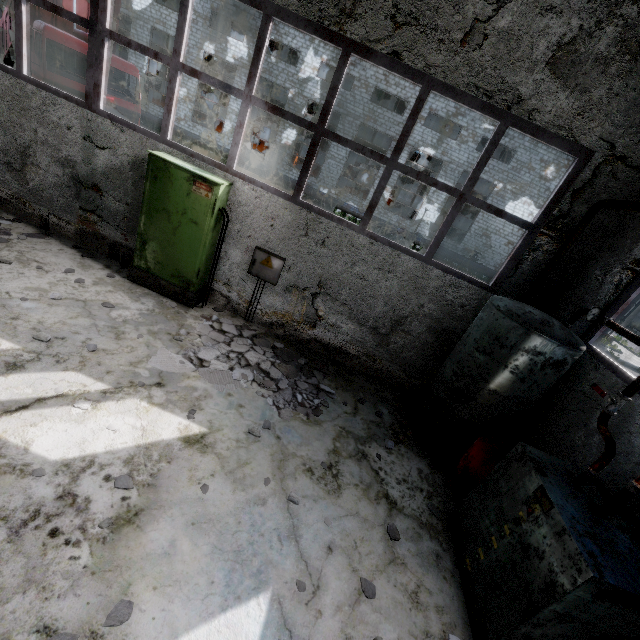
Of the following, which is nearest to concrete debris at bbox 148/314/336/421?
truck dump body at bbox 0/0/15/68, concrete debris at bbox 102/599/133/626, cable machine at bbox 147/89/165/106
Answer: concrete debris at bbox 102/599/133/626

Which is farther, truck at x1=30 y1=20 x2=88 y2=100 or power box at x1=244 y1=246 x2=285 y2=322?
truck at x1=30 y1=20 x2=88 y2=100

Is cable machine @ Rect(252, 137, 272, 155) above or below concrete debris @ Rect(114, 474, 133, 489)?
above

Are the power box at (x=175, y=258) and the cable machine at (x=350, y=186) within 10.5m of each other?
no

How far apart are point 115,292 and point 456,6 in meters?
7.0

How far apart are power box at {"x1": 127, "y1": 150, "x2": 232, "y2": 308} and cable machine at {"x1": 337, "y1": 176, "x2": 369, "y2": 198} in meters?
26.4 m

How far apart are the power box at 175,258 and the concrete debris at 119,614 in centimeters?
470cm

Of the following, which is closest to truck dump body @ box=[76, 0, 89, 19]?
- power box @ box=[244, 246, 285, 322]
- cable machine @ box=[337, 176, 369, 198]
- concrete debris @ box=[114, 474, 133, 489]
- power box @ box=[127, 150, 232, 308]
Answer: power box @ box=[127, 150, 232, 308]
